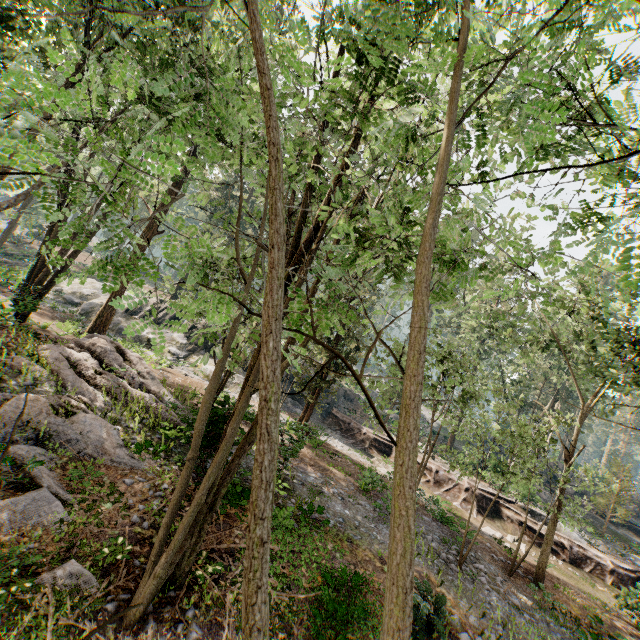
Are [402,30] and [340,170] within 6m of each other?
yes

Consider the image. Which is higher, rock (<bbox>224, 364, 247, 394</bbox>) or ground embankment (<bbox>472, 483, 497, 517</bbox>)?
ground embankment (<bbox>472, 483, 497, 517</bbox>)

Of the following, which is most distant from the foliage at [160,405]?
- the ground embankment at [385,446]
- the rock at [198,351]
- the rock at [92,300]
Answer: the rock at [92,300]

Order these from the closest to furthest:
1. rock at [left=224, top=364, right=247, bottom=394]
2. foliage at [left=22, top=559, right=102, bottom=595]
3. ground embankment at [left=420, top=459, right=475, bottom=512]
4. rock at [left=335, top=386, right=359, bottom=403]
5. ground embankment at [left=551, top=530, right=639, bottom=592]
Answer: foliage at [left=22, top=559, right=102, bottom=595], ground embankment at [left=551, top=530, right=639, bottom=592], ground embankment at [left=420, top=459, right=475, bottom=512], rock at [left=224, top=364, right=247, bottom=394], rock at [left=335, top=386, right=359, bottom=403]

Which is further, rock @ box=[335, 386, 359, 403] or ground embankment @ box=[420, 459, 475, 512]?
rock @ box=[335, 386, 359, 403]

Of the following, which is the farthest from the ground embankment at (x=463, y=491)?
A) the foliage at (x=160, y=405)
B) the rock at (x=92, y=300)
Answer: the rock at (x=92, y=300)

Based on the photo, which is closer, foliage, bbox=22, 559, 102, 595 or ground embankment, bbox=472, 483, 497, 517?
foliage, bbox=22, 559, 102, 595

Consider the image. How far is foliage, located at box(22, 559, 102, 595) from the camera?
6.42m
